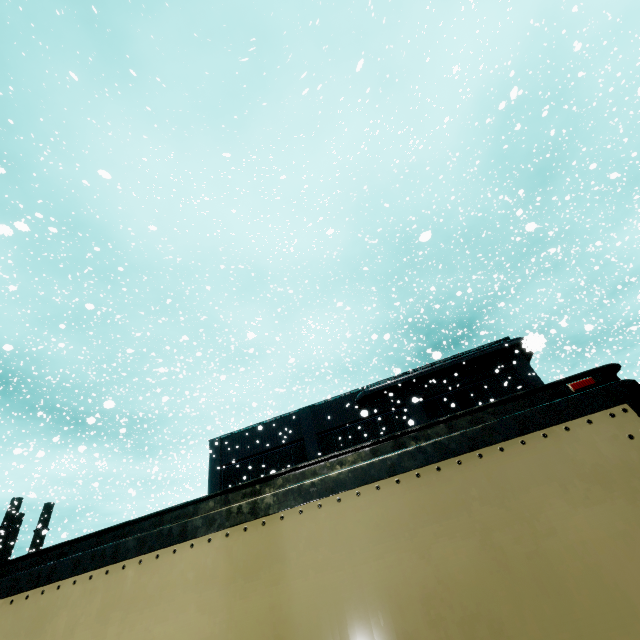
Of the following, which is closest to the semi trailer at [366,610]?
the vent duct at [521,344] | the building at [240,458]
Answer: the building at [240,458]

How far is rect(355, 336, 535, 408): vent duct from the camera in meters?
22.4 m

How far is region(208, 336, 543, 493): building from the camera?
22.3m

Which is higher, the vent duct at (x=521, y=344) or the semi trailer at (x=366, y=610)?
the vent duct at (x=521, y=344)

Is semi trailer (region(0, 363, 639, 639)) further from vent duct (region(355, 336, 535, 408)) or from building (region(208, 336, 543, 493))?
vent duct (region(355, 336, 535, 408))

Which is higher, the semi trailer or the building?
the building

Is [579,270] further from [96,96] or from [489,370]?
[96,96]

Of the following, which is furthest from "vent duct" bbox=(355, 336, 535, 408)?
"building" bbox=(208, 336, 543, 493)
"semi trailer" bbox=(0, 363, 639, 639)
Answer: "semi trailer" bbox=(0, 363, 639, 639)
